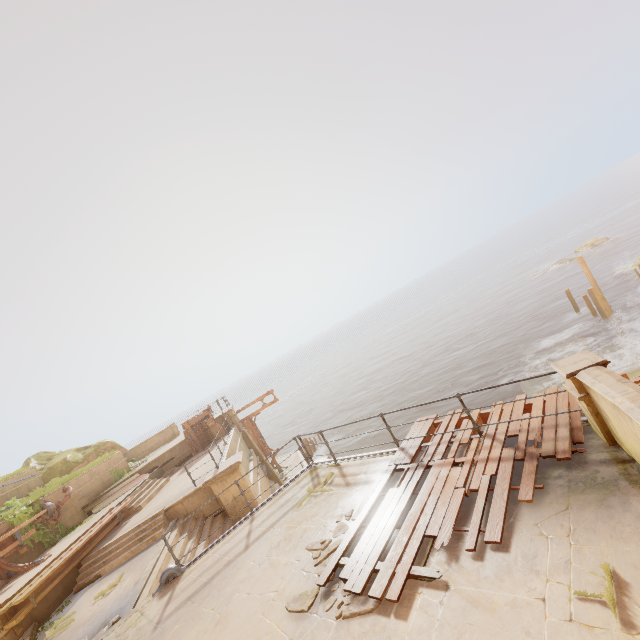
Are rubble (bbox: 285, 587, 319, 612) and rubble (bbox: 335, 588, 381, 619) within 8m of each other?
yes

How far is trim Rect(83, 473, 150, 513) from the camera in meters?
15.4 m

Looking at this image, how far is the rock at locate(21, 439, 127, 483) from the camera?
20.5m

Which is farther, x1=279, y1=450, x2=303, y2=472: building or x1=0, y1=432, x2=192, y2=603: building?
x1=279, y1=450, x2=303, y2=472: building

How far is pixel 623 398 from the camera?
3.5m

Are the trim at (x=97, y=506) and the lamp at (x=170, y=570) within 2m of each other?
no

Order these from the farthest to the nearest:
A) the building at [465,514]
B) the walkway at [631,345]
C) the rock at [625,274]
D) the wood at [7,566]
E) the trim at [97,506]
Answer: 1. the rock at [625,274]
2. the walkway at [631,345]
3. the trim at [97,506]
4. the wood at [7,566]
5. the building at [465,514]

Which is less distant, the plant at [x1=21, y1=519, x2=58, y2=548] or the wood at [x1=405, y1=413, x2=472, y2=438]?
the wood at [x1=405, y1=413, x2=472, y2=438]
